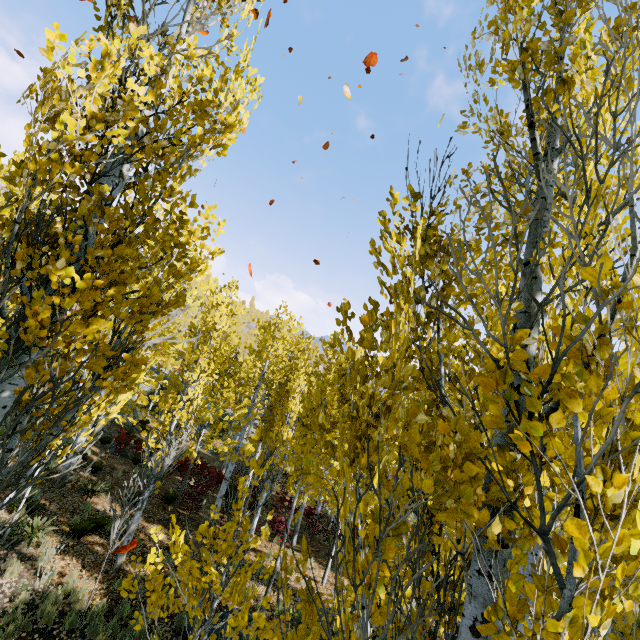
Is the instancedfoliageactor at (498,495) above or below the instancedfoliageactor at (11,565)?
above

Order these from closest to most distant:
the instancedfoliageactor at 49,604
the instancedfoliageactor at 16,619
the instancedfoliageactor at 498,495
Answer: the instancedfoliageactor at 498,495 < the instancedfoliageactor at 16,619 < the instancedfoliageactor at 49,604

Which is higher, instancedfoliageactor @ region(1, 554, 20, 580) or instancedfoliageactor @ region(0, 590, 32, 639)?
instancedfoliageactor @ region(1, 554, 20, 580)

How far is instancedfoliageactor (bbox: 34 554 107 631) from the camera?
6.90m

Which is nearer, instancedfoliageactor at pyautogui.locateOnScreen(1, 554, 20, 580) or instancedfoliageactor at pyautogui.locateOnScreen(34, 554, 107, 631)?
instancedfoliageactor at pyautogui.locateOnScreen(34, 554, 107, 631)

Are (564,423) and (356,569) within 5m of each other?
yes
